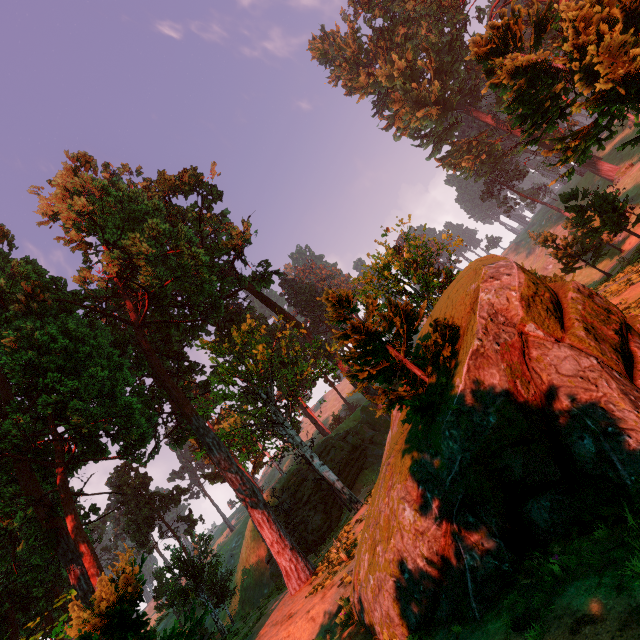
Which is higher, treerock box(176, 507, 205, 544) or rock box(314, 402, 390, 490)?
treerock box(176, 507, 205, 544)

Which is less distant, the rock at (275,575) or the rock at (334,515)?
the rock at (275,575)

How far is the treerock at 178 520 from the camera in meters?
43.9

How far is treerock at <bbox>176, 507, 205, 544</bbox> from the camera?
43.9m

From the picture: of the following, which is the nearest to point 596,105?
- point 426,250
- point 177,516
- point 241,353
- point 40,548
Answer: point 426,250

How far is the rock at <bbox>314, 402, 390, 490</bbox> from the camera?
35.16m

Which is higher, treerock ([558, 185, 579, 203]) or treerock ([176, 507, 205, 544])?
treerock ([176, 507, 205, 544])
